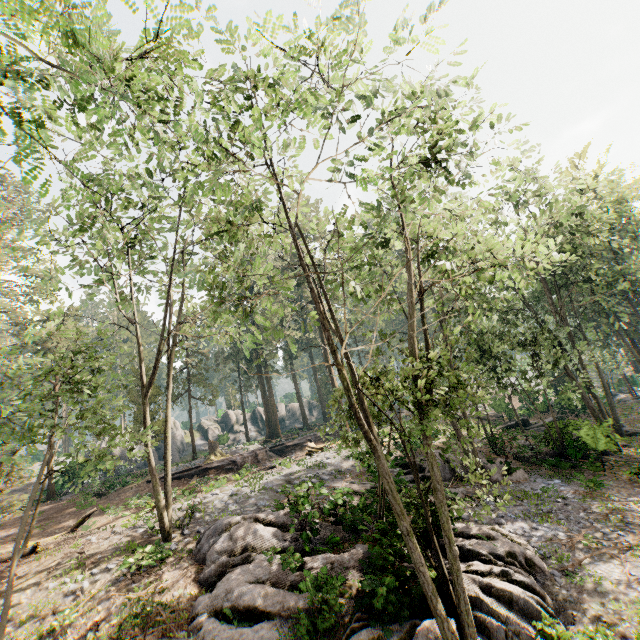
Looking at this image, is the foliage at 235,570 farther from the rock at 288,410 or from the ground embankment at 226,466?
the rock at 288,410

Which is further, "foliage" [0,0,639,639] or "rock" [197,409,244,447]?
"rock" [197,409,244,447]

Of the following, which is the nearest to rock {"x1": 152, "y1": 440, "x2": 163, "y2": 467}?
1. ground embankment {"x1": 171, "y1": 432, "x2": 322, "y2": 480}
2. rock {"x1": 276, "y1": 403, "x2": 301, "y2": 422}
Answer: rock {"x1": 276, "y1": 403, "x2": 301, "y2": 422}

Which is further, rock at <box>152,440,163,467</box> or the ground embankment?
rock at <box>152,440,163,467</box>

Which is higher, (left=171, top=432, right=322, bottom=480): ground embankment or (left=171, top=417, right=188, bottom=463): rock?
(left=171, top=417, right=188, bottom=463): rock

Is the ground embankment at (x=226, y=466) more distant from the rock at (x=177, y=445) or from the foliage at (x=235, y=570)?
the rock at (x=177, y=445)

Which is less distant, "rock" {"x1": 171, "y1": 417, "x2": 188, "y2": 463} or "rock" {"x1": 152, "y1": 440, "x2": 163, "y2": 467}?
"rock" {"x1": 152, "y1": 440, "x2": 163, "y2": 467}

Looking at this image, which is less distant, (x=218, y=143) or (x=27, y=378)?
(x=218, y=143)
